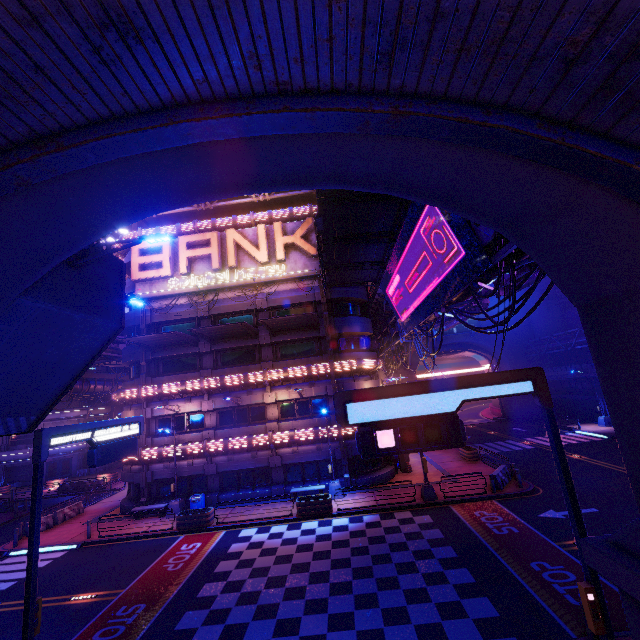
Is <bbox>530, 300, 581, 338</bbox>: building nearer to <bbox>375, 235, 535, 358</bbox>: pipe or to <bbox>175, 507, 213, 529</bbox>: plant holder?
<bbox>375, 235, 535, 358</bbox>: pipe

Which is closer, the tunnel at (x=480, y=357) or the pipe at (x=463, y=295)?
the pipe at (x=463, y=295)

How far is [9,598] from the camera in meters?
14.8 m

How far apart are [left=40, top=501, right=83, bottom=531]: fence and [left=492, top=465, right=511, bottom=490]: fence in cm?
3113

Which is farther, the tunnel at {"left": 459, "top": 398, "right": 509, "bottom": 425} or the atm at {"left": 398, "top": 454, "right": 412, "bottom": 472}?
the tunnel at {"left": 459, "top": 398, "right": 509, "bottom": 425}

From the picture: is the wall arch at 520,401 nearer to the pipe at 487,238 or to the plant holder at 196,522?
the pipe at 487,238

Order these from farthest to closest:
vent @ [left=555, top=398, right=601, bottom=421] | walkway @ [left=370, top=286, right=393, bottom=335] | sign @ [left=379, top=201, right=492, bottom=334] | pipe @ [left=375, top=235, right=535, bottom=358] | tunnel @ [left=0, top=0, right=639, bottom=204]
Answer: vent @ [left=555, top=398, right=601, bottom=421]
walkway @ [left=370, top=286, right=393, bottom=335]
sign @ [left=379, top=201, right=492, bottom=334]
pipe @ [left=375, top=235, right=535, bottom=358]
tunnel @ [left=0, top=0, right=639, bottom=204]

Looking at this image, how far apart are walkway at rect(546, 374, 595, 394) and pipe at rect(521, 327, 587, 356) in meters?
2.8
